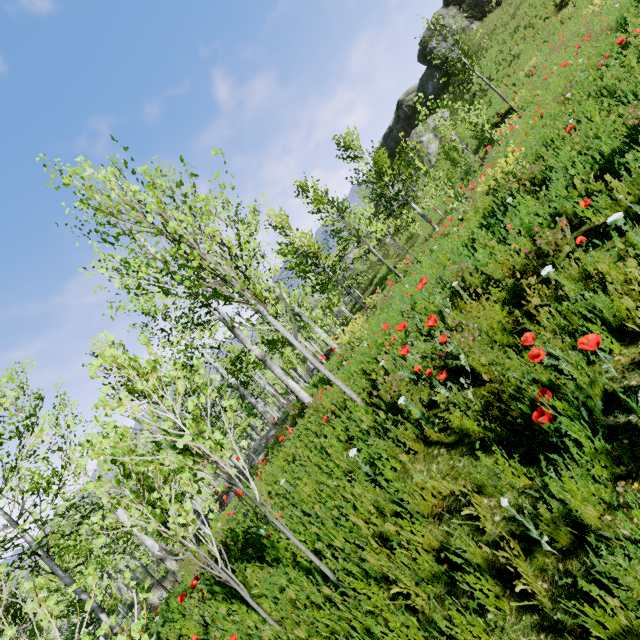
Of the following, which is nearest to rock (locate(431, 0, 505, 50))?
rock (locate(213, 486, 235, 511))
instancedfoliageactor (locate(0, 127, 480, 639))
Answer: instancedfoliageactor (locate(0, 127, 480, 639))

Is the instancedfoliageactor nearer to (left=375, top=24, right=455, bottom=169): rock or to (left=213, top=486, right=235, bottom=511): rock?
(left=213, top=486, right=235, bottom=511): rock

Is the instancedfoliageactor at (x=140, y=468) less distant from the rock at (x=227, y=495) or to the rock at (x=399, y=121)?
the rock at (x=227, y=495)

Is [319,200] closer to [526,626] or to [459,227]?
[459,227]

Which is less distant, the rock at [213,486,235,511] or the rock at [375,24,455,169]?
the rock at [213,486,235,511]

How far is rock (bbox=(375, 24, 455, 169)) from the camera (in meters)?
31.19
